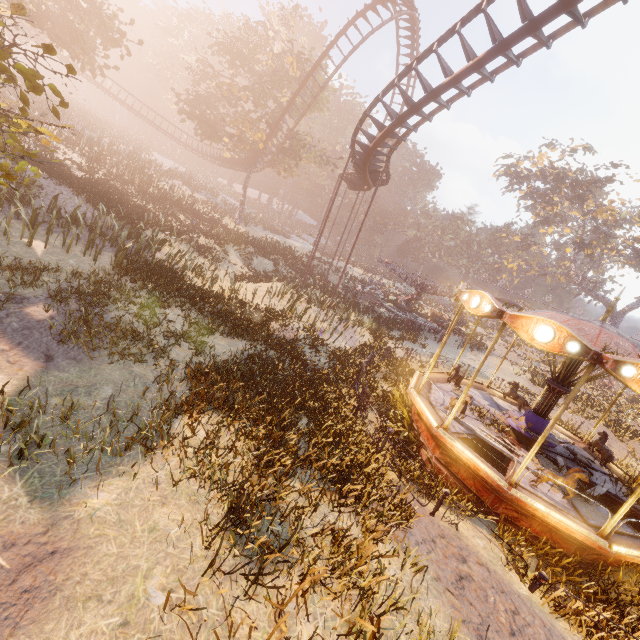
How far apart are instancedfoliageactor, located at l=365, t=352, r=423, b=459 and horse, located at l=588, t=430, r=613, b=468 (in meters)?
6.17

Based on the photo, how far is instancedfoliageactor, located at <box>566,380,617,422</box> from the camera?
20.56m

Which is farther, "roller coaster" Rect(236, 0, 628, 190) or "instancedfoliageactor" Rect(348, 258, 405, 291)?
"instancedfoliageactor" Rect(348, 258, 405, 291)

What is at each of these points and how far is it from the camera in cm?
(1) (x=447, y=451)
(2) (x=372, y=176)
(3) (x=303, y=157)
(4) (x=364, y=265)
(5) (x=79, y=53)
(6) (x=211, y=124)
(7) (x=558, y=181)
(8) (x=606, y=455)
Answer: (1) carousel, 888
(2) roller coaster, 1988
(3) tree, 3728
(4) instancedfoliageactor, 5628
(5) tree, 1986
(6) tree, 3266
(7) tree, 3894
(8) horse, 1065

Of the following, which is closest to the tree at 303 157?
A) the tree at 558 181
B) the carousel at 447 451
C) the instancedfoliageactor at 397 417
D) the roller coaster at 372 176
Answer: the roller coaster at 372 176

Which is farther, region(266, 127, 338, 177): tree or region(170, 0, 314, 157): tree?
region(266, 127, 338, 177): tree

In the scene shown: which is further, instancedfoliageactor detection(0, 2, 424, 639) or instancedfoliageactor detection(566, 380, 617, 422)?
instancedfoliageactor detection(566, 380, 617, 422)

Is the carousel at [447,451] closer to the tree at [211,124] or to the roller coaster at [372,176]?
the roller coaster at [372,176]
